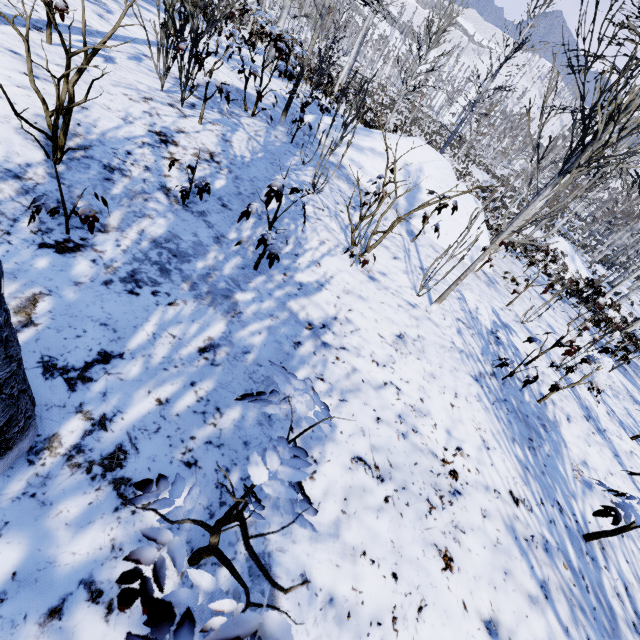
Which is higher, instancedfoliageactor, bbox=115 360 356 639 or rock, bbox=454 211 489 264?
instancedfoliageactor, bbox=115 360 356 639

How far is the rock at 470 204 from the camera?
6.9 meters

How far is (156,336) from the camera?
1.8m

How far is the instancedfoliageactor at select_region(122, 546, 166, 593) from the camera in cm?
75

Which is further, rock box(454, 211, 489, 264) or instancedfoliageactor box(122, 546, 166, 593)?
rock box(454, 211, 489, 264)

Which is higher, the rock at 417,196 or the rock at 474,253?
the rock at 417,196
